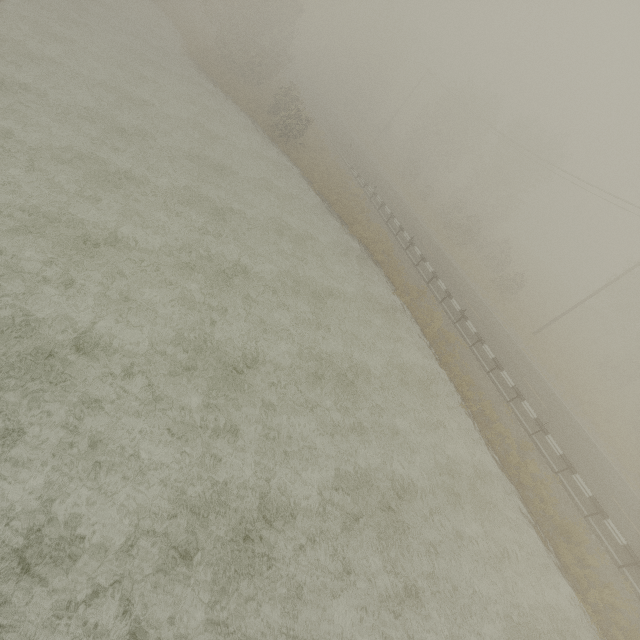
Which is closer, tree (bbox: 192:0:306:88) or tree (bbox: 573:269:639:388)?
tree (bbox: 573:269:639:388)

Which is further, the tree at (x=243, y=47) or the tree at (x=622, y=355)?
the tree at (x=243, y=47)

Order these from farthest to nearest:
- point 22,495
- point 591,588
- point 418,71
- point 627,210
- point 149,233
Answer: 1. point 418,71
2. point 627,210
3. point 149,233
4. point 591,588
5. point 22,495
